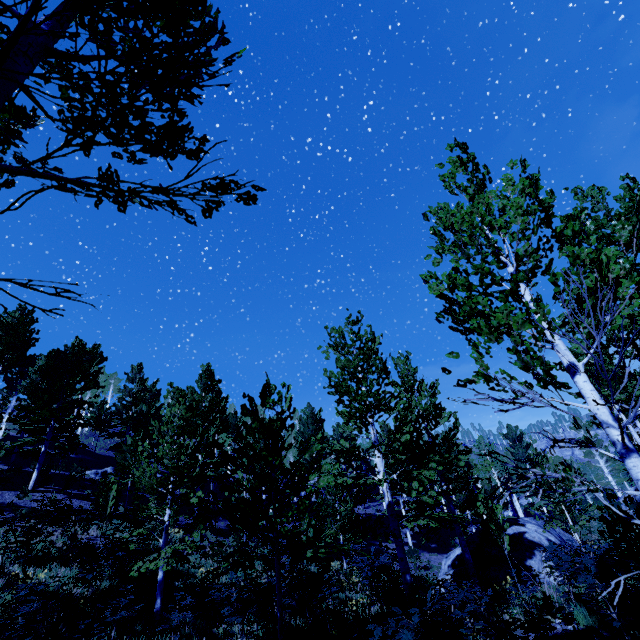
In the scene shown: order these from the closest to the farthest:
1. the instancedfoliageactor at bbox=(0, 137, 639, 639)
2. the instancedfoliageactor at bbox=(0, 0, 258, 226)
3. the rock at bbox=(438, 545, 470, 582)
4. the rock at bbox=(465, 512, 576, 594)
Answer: the instancedfoliageactor at bbox=(0, 0, 258, 226) < the instancedfoliageactor at bbox=(0, 137, 639, 639) < the rock at bbox=(465, 512, 576, 594) < the rock at bbox=(438, 545, 470, 582)

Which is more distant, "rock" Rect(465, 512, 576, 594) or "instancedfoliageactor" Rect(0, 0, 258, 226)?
"rock" Rect(465, 512, 576, 594)

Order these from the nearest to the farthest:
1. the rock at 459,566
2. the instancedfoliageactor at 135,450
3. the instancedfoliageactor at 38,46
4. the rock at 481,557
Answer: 1. the instancedfoliageactor at 38,46
2. the instancedfoliageactor at 135,450
3. the rock at 481,557
4. the rock at 459,566

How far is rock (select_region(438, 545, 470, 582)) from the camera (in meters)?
15.48

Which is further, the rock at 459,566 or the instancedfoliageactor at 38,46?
the rock at 459,566

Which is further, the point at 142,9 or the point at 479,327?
the point at 479,327
